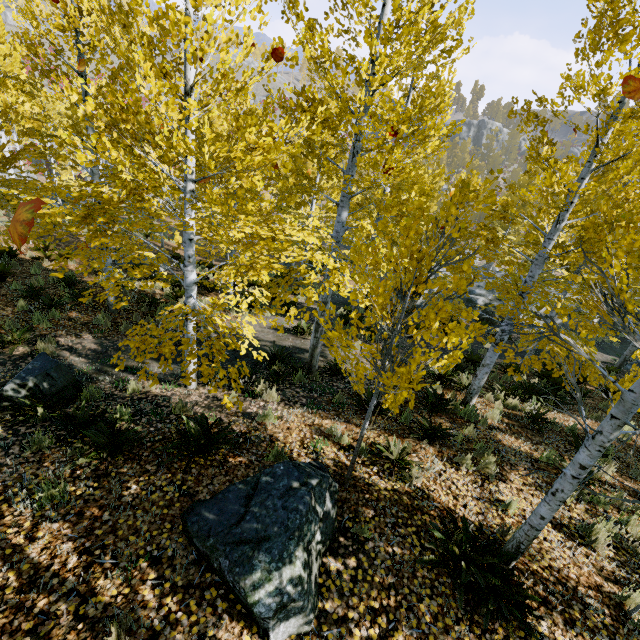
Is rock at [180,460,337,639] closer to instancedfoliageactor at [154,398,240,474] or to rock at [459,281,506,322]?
instancedfoliageactor at [154,398,240,474]

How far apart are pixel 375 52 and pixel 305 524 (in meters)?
5.73

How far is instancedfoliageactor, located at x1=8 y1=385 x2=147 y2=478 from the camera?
4.28m

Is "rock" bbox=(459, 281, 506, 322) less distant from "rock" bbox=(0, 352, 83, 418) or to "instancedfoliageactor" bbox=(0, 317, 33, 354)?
"instancedfoliageactor" bbox=(0, 317, 33, 354)

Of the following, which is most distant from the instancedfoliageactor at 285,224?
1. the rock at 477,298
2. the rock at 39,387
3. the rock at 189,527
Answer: the rock at 39,387

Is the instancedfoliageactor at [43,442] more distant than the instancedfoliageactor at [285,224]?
Yes
